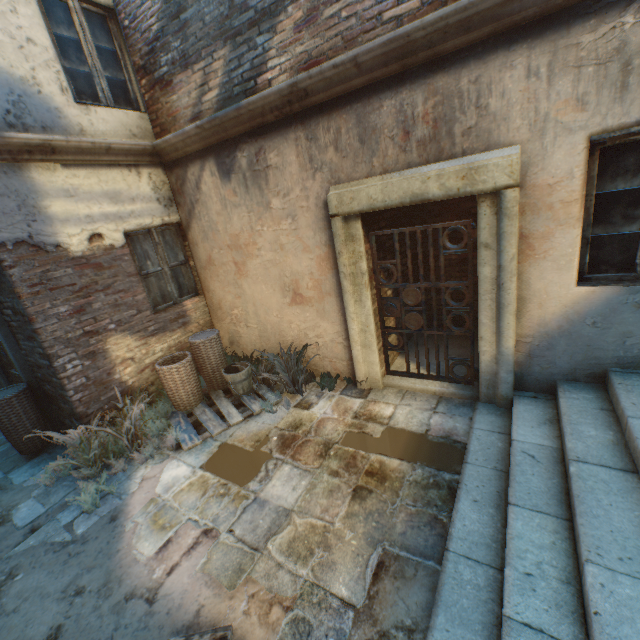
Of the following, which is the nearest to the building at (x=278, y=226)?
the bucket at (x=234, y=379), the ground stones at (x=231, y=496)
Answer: the ground stones at (x=231, y=496)

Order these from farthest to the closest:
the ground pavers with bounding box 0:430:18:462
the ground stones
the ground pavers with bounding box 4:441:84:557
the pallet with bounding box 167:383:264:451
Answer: the ground pavers with bounding box 0:430:18:462 < the pallet with bounding box 167:383:264:451 < the ground pavers with bounding box 4:441:84:557 < the ground stones

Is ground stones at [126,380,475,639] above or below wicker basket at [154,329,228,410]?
below

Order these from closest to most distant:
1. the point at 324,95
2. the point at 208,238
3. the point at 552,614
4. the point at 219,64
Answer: the point at 552,614, the point at 324,95, the point at 219,64, the point at 208,238

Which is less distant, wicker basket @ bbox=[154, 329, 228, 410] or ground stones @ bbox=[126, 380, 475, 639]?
ground stones @ bbox=[126, 380, 475, 639]

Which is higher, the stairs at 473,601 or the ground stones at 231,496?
the stairs at 473,601

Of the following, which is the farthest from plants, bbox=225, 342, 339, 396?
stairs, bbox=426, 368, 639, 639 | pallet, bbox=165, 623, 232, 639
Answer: pallet, bbox=165, 623, 232, 639

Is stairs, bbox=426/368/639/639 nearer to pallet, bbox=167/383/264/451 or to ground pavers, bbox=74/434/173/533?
pallet, bbox=167/383/264/451
